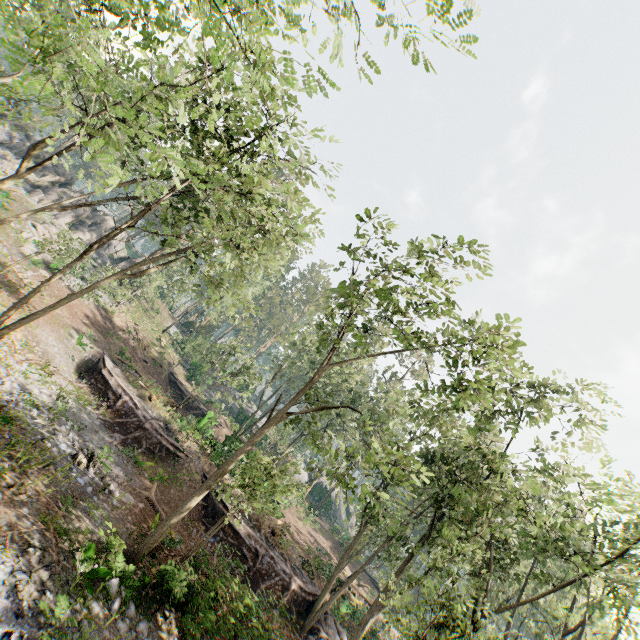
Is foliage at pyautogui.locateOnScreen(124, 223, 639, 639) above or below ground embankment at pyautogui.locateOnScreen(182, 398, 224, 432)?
above

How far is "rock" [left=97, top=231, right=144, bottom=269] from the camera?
45.7m

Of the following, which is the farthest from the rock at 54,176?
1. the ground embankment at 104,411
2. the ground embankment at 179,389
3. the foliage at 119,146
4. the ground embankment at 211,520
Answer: the ground embankment at 211,520

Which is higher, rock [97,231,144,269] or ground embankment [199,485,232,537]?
rock [97,231,144,269]

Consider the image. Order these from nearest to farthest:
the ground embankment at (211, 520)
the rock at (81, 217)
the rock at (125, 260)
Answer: the ground embankment at (211, 520), the rock at (81, 217), the rock at (125, 260)

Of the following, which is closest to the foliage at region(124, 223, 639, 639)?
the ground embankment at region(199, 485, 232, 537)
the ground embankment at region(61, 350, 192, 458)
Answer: the ground embankment at region(199, 485, 232, 537)

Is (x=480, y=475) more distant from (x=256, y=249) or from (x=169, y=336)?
(x=169, y=336)
